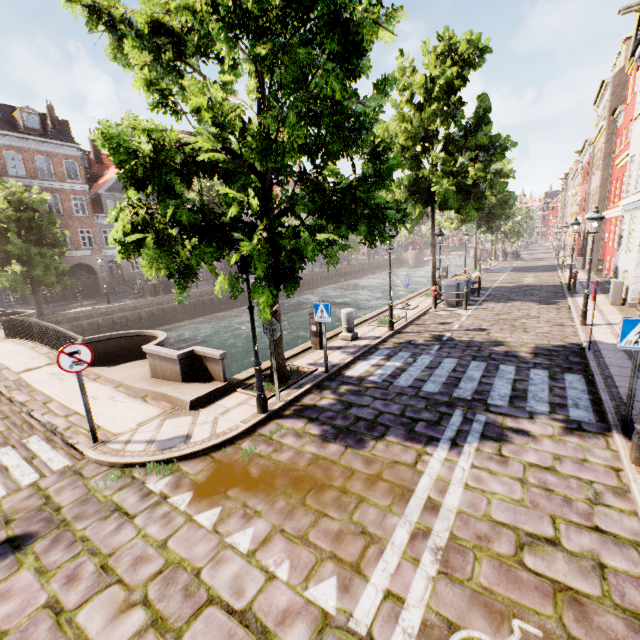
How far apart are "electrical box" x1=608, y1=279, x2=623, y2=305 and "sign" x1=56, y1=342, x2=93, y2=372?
18.7 meters

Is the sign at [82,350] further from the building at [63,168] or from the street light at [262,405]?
the building at [63,168]

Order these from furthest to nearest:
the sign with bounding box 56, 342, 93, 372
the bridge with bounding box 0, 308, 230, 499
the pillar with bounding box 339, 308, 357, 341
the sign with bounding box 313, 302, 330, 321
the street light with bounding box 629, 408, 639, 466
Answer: the pillar with bounding box 339, 308, 357, 341 → the sign with bounding box 313, 302, 330, 321 → the bridge with bounding box 0, 308, 230, 499 → the sign with bounding box 56, 342, 93, 372 → the street light with bounding box 629, 408, 639, 466

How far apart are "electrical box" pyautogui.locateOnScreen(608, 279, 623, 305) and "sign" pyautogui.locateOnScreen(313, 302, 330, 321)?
13.64m

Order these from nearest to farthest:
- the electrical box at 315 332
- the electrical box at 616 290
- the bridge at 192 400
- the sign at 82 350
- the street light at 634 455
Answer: the street light at 634 455 < the sign at 82 350 < the bridge at 192 400 < the electrical box at 315 332 < the electrical box at 616 290

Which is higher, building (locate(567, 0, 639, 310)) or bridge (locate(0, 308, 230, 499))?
building (locate(567, 0, 639, 310))

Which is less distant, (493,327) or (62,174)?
(493,327)

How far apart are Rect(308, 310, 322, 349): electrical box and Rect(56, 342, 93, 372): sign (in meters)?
6.02
